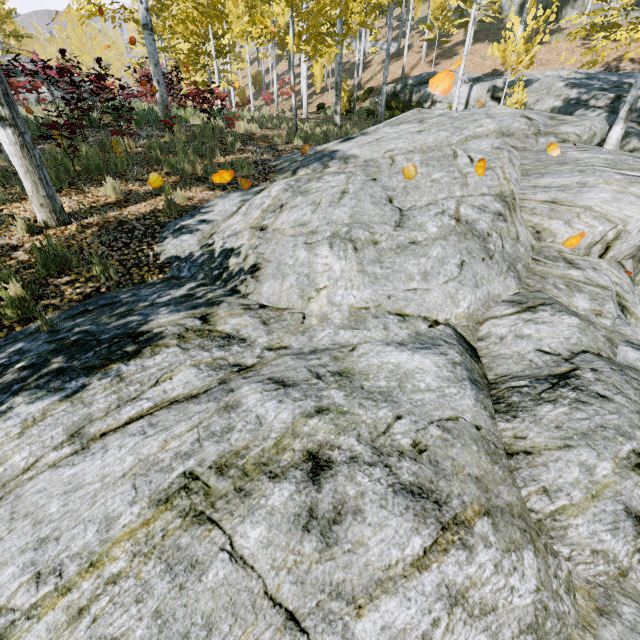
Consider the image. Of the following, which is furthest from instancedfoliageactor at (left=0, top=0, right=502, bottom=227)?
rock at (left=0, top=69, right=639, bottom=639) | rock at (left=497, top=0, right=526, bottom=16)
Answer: rock at (left=497, top=0, right=526, bottom=16)

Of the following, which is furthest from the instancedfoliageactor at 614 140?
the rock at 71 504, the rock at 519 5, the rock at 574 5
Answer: the rock at 519 5

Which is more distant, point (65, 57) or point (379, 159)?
point (65, 57)

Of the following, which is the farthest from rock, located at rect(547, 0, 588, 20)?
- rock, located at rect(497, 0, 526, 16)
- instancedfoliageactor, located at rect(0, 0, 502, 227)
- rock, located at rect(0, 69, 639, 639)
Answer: rock, located at rect(0, 69, 639, 639)

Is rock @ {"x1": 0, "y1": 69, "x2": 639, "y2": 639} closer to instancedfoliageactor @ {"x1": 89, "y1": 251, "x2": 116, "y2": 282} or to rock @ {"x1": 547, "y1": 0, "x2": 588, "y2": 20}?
instancedfoliageactor @ {"x1": 89, "y1": 251, "x2": 116, "y2": 282}

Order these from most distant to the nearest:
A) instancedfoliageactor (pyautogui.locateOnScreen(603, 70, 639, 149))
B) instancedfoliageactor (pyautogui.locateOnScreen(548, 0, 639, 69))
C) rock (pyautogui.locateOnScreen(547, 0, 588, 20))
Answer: rock (pyautogui.locateOnScreen(547, 0, 588, 20)), instancedfoliageactor (pyautogui.locateOnScreen(603, 70, 639, 149)), instancedfoliageactor (pyautogui.locateOnScreen(548, 0, 639, 69))

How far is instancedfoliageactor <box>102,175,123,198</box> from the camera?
5.8m
